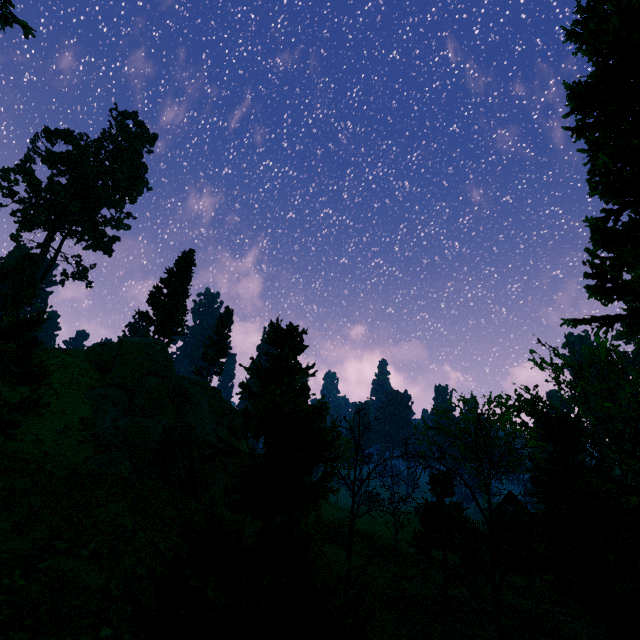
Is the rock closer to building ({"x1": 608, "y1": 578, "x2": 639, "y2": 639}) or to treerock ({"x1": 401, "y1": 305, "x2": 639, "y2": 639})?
treerock ({"x1": 401, "y1": 305, "x2": 639, "y2": 639})

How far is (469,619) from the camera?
15.0m

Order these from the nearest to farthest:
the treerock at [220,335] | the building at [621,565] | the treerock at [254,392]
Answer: the treerock at [254,392] → the building at [621,565] → the treerock at [220,335]

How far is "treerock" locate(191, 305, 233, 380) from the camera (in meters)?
51.16

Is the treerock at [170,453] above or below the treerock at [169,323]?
below

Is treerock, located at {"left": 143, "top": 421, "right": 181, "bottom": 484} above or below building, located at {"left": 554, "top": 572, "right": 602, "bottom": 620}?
above

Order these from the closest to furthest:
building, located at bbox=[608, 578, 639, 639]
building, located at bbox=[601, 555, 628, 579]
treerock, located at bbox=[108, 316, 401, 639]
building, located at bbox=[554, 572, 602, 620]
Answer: treerock, located at bbox=[108, 316, 401, 639] → building, located at bbox=[608, 578, 639, 639] → building, located at bbox=[601, 555, 628, 579] → building, located at bbox=[554, 572, 602, 620]
